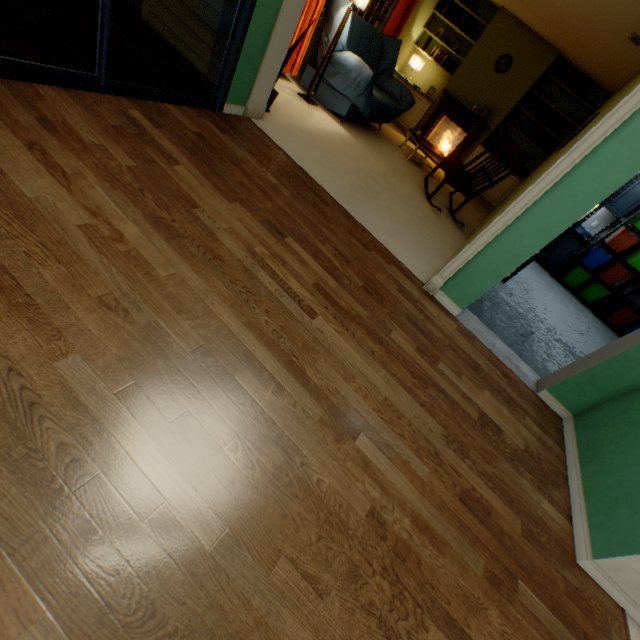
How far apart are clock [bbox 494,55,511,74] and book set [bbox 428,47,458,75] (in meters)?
0.76

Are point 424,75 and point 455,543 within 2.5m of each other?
no

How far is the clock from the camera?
6.0 meters

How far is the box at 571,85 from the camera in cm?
582

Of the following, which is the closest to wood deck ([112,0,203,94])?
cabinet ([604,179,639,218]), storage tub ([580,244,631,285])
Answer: cabinet ([604,179,639,218])

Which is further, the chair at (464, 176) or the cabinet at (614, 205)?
the cabinet at (614, 205)

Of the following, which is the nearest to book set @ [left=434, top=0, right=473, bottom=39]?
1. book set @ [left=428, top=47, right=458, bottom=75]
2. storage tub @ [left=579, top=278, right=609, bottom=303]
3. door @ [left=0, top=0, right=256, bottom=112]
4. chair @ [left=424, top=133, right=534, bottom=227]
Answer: book set @ [left=428, top=47, right=458, bottom=75]

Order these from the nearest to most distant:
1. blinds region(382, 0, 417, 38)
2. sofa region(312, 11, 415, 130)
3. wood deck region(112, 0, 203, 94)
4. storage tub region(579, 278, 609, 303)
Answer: wood deck region(112, 0, 203, 94) < sofa region(312, 11, 415, 130) < blinds region(382, 0, 417, 38) < storage tub region(579, 278, 609, 303)
